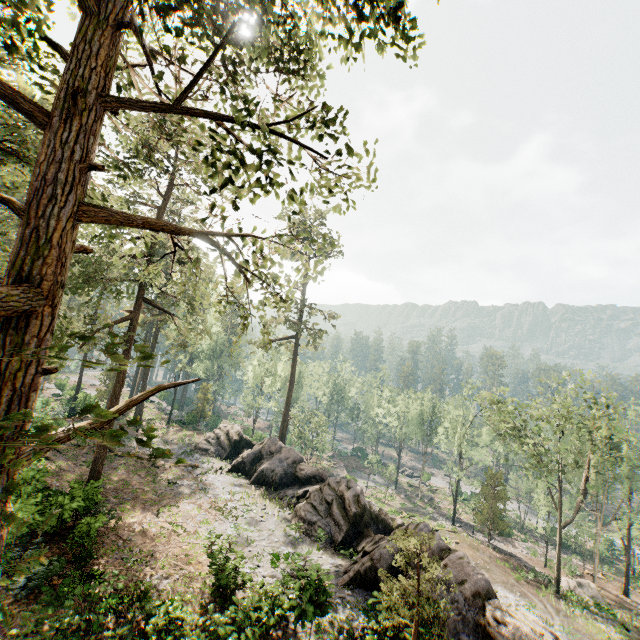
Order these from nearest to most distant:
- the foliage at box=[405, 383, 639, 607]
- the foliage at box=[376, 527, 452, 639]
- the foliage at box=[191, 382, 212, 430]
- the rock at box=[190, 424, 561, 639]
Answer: the foliage at box=[376, 527, 452, 639] < the rock at box=[190, 424, 561, 639] < the foliage at box=[405, 383, 639, 607] < the foliage at box=[191, 382, 212, 430]

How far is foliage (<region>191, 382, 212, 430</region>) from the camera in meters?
45.3

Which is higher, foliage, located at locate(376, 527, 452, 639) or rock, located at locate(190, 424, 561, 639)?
foliage, located at locate(376, 527, 452, 639)

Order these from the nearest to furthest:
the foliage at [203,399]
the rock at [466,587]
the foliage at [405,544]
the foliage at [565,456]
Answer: the foliage at [405,544], the rock at [466,587], the foliage at [565,456], the foliage at [203,399]

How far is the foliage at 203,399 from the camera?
45.3 meters

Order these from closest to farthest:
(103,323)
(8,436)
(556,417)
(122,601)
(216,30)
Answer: (8,436) < (216,30) < (122,601) < (103,323) < (556,417)

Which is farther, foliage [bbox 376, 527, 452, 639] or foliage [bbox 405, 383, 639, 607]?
foliage [bbox 405, 383, 639, 607]
